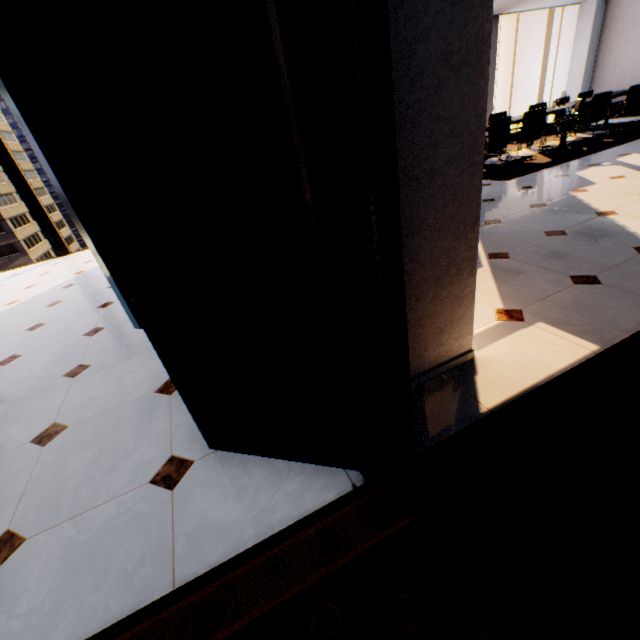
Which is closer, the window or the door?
the door

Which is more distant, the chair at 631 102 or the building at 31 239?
the building at 31 239

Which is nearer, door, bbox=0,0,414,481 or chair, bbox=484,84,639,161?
door, bbox=0,0,414,481

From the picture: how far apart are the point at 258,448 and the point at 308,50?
1.5m

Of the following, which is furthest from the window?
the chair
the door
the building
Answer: the building

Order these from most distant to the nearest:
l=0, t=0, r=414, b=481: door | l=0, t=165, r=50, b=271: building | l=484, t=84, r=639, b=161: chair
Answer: l=0, t=165, r=50, b=271: building
l=484, t=84, r=639, b=161: chair
l=0, t=0, r=414, b=481: door

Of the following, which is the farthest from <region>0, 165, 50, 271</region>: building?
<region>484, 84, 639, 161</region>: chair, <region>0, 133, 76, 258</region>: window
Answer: <region>484, 84, 639, 161</region>: chair

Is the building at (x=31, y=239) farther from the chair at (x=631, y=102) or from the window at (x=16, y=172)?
the chair at (x=631, y=102)
